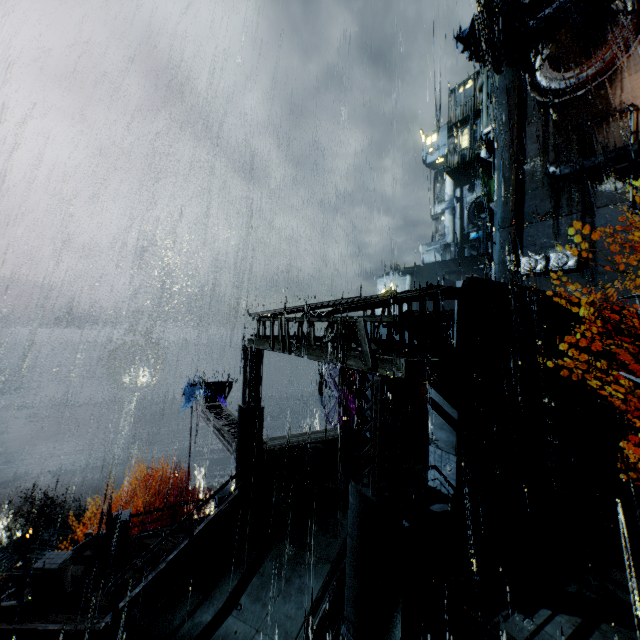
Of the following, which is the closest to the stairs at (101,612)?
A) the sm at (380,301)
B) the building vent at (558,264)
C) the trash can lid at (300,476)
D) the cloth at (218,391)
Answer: the trash can lid at (300,476)

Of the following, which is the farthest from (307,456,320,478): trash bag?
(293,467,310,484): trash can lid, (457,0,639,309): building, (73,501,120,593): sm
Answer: (73,501,120,593): sm

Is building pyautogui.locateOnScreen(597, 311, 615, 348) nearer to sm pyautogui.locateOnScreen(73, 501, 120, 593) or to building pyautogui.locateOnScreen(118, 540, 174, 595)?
building pyautogui.locateOnScreen(118, 540, 174, 595)

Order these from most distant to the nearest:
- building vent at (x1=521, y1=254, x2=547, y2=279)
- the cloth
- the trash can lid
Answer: building vent at (x1=521, y1=254, x2=547, y2=279) → the cloth → the trash can lid

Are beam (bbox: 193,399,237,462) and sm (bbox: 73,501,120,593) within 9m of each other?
yes

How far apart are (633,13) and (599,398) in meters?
29.3 m

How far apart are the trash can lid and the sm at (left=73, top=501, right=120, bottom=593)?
8.3m

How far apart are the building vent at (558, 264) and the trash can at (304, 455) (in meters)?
25.63
